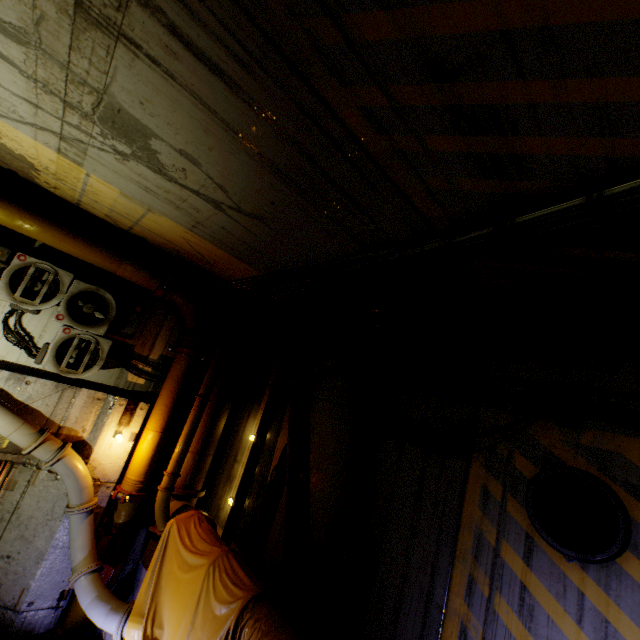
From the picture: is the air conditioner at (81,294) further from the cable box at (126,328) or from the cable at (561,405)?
the cable at (561,405)

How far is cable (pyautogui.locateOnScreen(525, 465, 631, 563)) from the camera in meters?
2.9

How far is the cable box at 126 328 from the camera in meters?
6.4

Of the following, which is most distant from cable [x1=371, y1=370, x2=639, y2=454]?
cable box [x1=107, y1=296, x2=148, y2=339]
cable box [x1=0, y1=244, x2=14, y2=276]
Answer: cable box [x1=0, y1=244, x2=14, y2=276]

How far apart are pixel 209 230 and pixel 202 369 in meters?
3.9

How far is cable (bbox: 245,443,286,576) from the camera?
5.8m

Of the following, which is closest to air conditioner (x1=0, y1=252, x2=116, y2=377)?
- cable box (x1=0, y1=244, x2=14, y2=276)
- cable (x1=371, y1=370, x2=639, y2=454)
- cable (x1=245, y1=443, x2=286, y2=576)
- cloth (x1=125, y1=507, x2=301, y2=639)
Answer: cable box (x1=0, y1=244, x2=14, y2=276)

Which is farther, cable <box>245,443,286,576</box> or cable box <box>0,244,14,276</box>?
cable <box>245,443,286,576</box>
